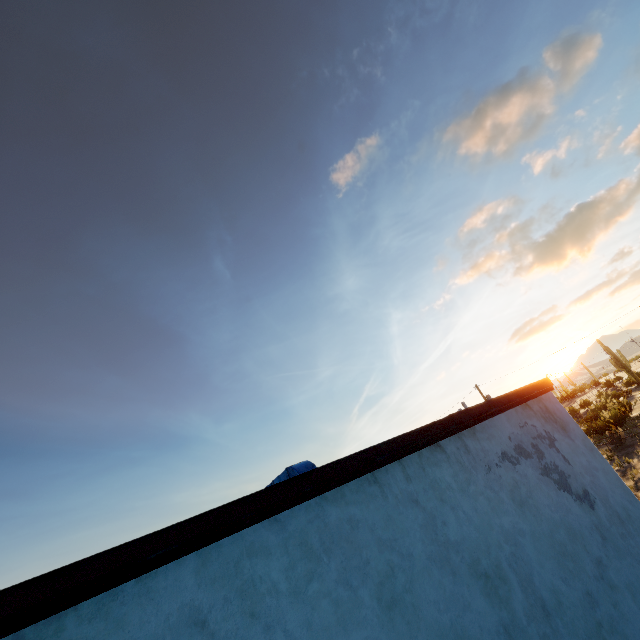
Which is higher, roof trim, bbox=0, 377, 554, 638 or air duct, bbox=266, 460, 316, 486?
air duct, bbox=266, 460, 316, 486

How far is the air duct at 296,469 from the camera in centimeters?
610cm

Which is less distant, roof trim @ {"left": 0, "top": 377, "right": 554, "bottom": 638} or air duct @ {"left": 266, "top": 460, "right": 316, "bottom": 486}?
roof trim @ {"left": 0, "top": 377, "right": 554, "bottom": 638}

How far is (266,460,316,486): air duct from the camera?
6.10m

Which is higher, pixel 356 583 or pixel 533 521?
pixel 356 583

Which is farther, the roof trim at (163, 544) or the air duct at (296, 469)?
the air duct at (296, 469)
